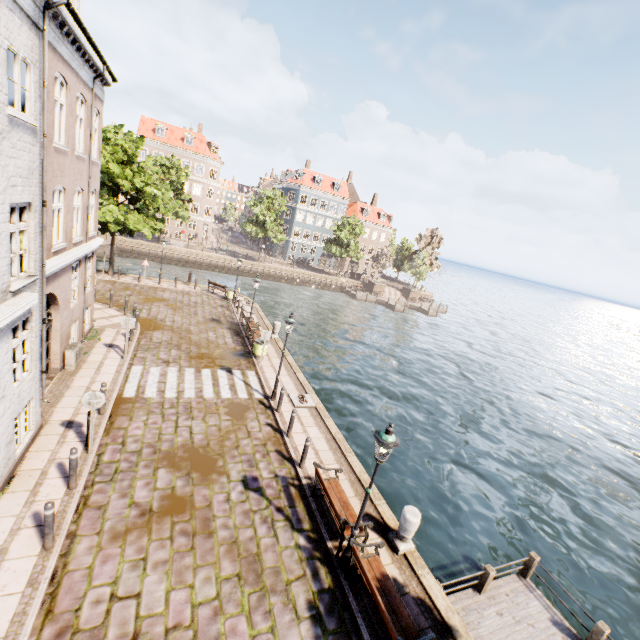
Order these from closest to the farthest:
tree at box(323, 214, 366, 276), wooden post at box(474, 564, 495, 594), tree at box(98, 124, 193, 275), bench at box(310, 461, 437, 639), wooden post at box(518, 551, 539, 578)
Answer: bench at box(310, 461, 437, 639), wooden post at box(474, 564, 495, 594), wooden post at box(518, 551, 539, 578), tree at box(98, 124, 193, 275), tree at box(323, 214, 366, 276)

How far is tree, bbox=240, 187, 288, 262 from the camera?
46.0 meters

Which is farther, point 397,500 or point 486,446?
point 486,446

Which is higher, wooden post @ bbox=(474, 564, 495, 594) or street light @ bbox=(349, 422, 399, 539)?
street light @ bbox=(349, 422, 399, 539)

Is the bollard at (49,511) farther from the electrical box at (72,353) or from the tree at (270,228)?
the tree at (270,228)

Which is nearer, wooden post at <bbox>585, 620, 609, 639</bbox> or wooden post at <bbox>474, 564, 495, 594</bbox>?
wooden post at <bbox>585, 620, 609, 639</bbox>

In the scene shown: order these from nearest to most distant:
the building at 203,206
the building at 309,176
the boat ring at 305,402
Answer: the boat ring at 305,402, the building at 203,206, the building at 309,176

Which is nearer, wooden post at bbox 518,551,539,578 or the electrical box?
wooden post at bbox 518,551,539,578
